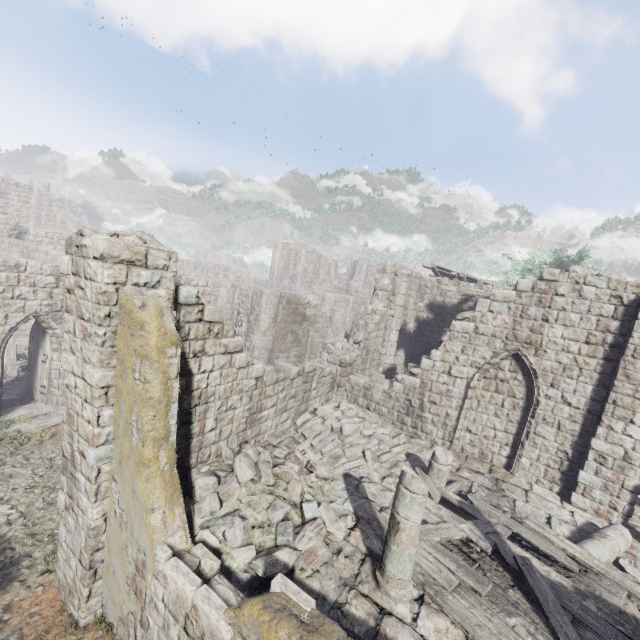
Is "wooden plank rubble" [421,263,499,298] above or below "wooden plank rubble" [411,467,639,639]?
above

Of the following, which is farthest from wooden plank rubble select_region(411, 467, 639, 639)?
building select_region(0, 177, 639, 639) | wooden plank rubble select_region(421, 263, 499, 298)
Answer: wooden plank rubble select_region(421, 263, 499, 298)

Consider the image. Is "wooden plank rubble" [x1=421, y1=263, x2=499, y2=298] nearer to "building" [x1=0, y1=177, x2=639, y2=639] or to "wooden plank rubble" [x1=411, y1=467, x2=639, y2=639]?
"building" [x1=0, y1=177, x2=639, y2=639]

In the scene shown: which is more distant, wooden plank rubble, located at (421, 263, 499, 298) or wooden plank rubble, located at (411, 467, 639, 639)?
wooden plank rubble, located at (421, 263, 499, 298)

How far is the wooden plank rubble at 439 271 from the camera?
15.4 meters

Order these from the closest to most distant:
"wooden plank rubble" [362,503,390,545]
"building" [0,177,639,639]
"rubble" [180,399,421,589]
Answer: "building" [0,177,639,639] → "rubble" [180,399,421,589] → "wooden plank rubble" [362,503,390,545]

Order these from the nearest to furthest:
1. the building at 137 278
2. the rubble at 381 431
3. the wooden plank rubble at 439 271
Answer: the building at 137 278, the rubble at 381 431, the wooden plank rubble at 439 271

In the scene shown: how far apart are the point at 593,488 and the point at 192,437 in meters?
11.4
